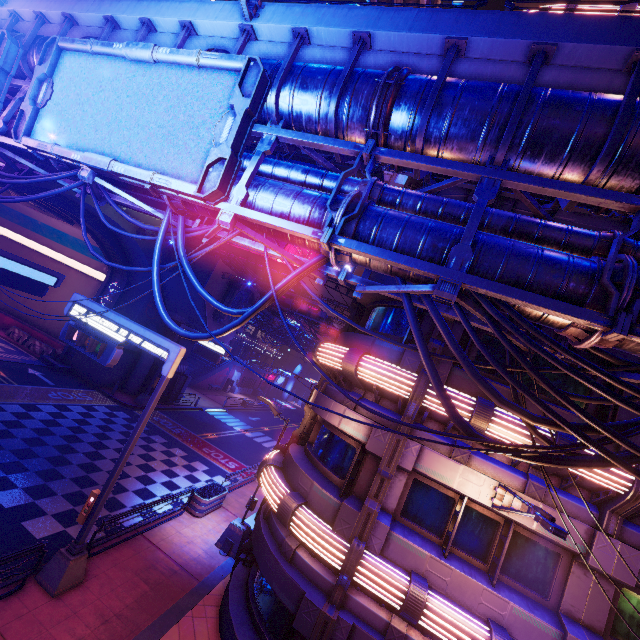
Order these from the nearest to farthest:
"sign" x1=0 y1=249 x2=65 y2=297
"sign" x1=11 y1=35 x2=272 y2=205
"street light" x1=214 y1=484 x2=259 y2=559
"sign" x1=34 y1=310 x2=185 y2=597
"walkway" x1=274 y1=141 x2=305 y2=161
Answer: "sign" x1=11 y1=35 x2=272 y2=205, "walkway" x1=274 y1=141 x2=305 y2=161, "sign" x1=34 y1=310 x2=185 y2=597, "street light" x1=214 y1=484 x2=259 y2=559, "sign" x1=0 y1=249 x2=65 y2=297

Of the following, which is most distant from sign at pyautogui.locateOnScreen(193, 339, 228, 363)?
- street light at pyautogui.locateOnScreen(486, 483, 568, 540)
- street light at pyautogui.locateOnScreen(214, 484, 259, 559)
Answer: street light at pyautogui.locateOnScreen(486, 483, 568, 540)

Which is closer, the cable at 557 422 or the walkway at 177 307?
the cable at 557 422

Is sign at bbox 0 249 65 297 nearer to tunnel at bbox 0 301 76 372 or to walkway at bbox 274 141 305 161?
tunnel at bbox 0 301 76 372

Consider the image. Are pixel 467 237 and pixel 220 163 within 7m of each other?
yes

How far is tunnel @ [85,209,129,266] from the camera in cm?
2384

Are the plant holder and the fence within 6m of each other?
no

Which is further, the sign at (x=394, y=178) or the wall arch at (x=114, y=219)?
the wall arch at (x=114, y=219)
